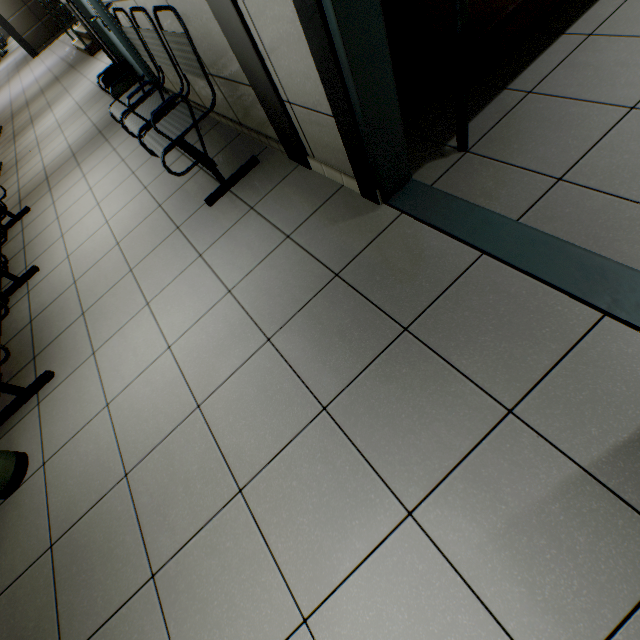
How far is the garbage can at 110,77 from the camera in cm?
343

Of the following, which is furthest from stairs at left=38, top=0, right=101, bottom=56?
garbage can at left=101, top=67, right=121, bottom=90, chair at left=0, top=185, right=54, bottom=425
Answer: chair at left=0, top=185, right=54, bottom=425

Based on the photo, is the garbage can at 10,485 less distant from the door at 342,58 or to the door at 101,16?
the door at 342,58

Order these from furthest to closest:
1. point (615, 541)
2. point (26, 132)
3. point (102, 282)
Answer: point (26, 132) → point (102, 282) → point (615, 541)

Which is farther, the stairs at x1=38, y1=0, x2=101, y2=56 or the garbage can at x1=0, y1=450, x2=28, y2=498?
the stairs at x1=38, y1=0, x2=101, y2=56

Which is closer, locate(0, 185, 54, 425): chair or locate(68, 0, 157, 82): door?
locate(0, 185, 54, 425): chair

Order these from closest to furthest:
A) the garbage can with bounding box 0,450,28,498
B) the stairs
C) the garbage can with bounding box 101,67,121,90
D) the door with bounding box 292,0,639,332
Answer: the door with bounding box 292,0,639,332 < the garbage can with bounding box 0,450,28,498 < the garbage can with bounding box 101,67,121,90 < the stairs

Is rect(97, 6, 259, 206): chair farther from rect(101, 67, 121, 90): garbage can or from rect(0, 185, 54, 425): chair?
rect(0, 185, 54, 425): chair
